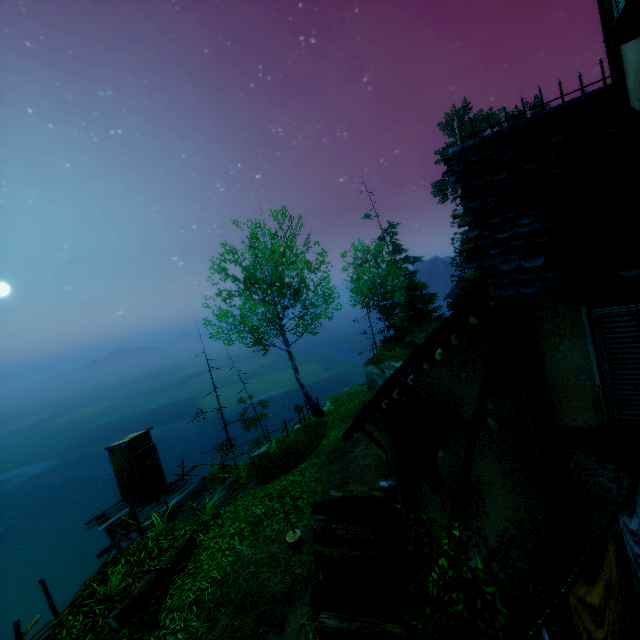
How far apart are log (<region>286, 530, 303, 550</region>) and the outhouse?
8.5m

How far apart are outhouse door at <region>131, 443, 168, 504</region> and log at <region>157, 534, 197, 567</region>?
5.6m

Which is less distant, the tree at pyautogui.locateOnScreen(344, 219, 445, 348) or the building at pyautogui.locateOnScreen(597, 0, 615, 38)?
the building at pyautogui.locateOnScreen(597, 0, 615, 38)

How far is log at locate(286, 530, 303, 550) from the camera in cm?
700

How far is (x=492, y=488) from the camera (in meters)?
4.40

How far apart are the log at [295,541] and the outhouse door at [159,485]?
8.45m

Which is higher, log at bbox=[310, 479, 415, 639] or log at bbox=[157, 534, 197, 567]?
log at bbox=[310, 479, 415, 639]

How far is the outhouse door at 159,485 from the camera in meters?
12.7 m
